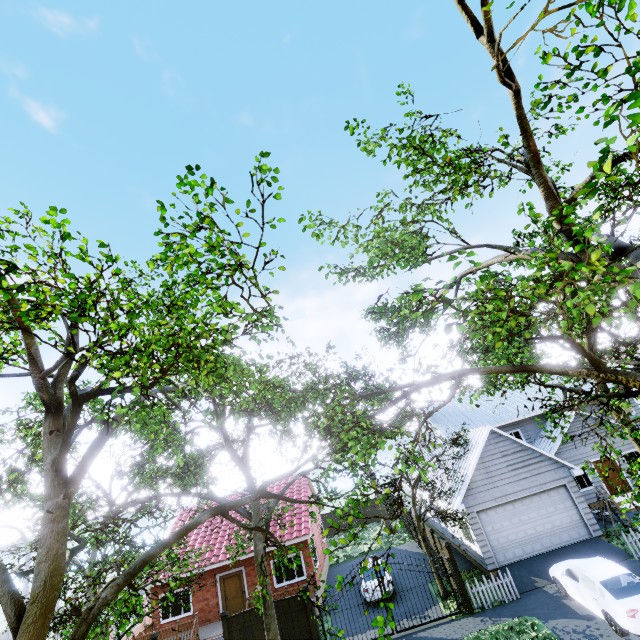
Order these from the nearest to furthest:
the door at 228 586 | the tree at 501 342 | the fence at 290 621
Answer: the tree at 501 342
the fence at 290 621
the door at 228 586

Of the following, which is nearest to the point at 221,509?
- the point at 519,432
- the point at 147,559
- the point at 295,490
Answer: the point at 147,559

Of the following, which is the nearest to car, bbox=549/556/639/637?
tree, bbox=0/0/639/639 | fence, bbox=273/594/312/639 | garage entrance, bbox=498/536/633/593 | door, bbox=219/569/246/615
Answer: garage entrance, bbox=498/536/633/593

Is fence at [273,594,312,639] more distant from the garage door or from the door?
the door

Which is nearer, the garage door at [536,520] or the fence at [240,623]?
the fence at [240,623]

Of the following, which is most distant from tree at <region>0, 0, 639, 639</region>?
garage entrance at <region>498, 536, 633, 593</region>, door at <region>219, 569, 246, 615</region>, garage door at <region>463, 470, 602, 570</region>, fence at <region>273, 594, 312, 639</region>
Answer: door at <region>219, 569, 246, 615</region>

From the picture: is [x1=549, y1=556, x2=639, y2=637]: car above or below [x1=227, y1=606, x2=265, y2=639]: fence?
below

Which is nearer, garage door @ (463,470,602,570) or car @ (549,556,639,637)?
car @ (549,556,639,637)
